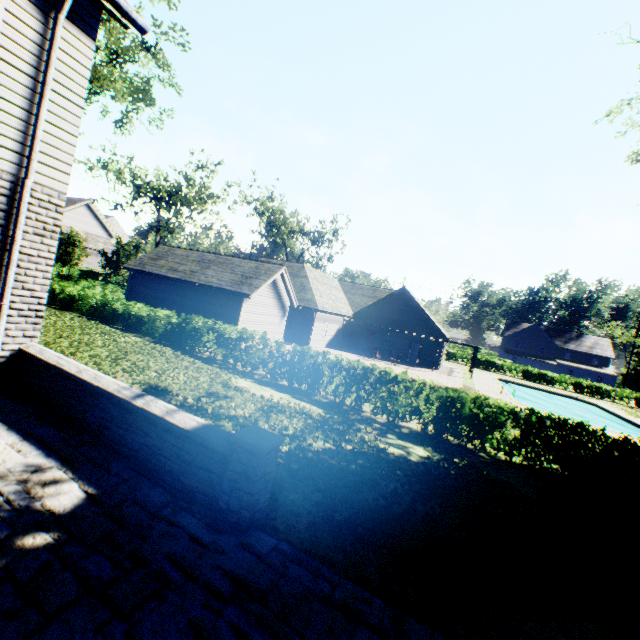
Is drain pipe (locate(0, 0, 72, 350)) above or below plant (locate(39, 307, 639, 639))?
above

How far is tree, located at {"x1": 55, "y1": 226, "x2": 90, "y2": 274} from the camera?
38.4m

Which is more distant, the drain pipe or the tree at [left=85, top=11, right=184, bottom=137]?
the tree at [left=85, top=11, right=184, bottom=137]

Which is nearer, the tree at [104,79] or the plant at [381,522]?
the plant at [381,522]

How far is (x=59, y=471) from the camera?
3.8 meters

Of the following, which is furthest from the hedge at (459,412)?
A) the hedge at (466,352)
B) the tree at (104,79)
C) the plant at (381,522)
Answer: the hedge at (466,352)

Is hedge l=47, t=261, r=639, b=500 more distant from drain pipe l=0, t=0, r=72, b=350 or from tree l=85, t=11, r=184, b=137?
tree l=85, t=11, r=184, b=137

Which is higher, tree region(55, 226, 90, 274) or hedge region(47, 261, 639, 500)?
tree region(55, 226, 90, 274)
